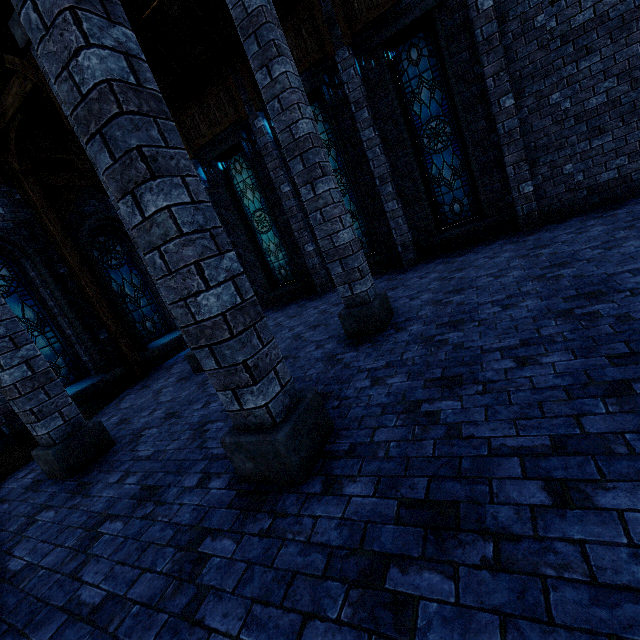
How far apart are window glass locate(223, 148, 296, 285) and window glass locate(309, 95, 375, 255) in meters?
1.8

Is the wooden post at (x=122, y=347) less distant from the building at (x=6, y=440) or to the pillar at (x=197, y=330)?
the building at (x=6, y=440)

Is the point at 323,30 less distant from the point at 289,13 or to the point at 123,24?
the point at 289,13

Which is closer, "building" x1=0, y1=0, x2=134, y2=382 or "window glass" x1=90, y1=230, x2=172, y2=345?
"building" x1=0, y1=0, x2=134, y2=382

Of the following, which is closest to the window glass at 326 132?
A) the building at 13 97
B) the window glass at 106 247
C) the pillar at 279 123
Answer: the building at 13 97

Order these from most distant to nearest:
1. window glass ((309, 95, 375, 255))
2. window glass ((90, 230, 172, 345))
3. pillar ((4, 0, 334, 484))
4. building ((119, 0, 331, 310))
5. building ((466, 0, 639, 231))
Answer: window glass ((90, 230, 172, 345))
window glass ((309, 95, 375, 255))
building ((119, 0, 331, 310))
building ((466, 0, 639, 231))
pillar ((4, 0, 334, 484))

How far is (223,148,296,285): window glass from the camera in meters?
10.8 m

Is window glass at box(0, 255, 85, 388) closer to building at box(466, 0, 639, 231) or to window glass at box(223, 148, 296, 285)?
building at box(466, 0, 639, 231)
